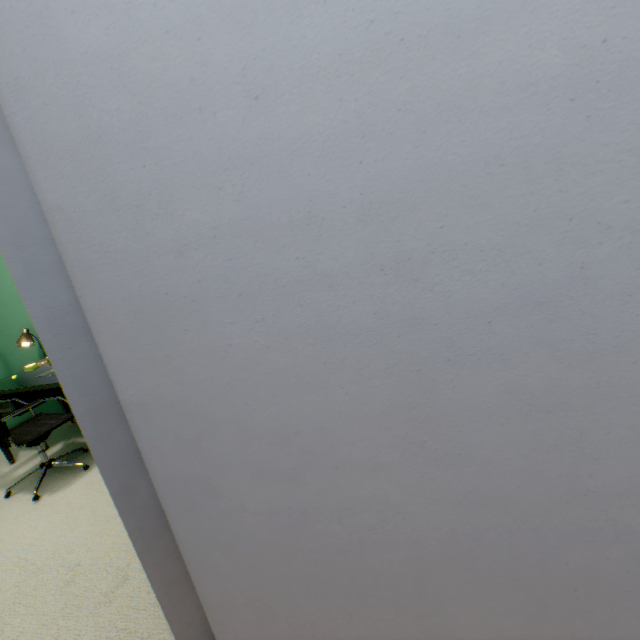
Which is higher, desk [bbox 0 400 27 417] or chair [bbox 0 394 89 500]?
desk [bbox 0 400 27 417]

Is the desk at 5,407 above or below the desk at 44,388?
below

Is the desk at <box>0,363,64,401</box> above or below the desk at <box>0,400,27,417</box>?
above

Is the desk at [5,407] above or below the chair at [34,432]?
above

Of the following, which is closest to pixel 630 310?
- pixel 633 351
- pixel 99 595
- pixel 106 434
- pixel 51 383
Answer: pixel 633 351
